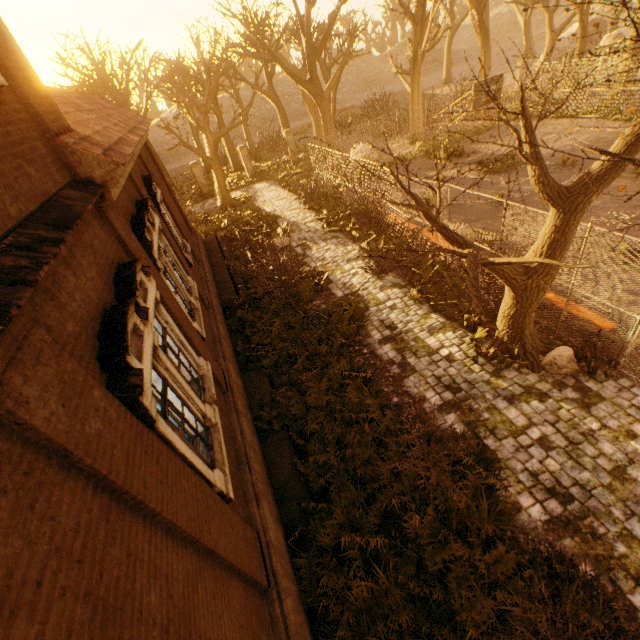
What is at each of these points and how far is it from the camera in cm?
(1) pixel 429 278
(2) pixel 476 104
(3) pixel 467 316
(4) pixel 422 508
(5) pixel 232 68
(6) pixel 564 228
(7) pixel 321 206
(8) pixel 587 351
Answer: (1) instancedfoliageactor, 1087
(2) basketballbackboardstansion, 1585
(3) instancedfoliageactor, 869
(4) instancedfoliageactor, 581
(5) tree, 2702
(6) tree, 550
(7) instancedfoliageactor, 1820
(8) instancedfoliageactor, 712

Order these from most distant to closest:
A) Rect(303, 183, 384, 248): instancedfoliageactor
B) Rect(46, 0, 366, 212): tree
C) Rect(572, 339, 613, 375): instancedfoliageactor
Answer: Rect(46, 0, 366, 212): tree, Rect(303, 183, 384, 248): instancedfoliageactor, Rect(572, 339, 613, 375): instancedfoliageactor

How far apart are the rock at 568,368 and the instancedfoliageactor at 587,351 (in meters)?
0.20

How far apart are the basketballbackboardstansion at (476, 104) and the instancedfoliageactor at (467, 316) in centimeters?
1302cm

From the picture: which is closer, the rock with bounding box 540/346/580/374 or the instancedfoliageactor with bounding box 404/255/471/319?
the rock with bounding box 540/346/580/374

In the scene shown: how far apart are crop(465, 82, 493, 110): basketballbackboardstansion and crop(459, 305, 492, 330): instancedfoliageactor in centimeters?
1302cm

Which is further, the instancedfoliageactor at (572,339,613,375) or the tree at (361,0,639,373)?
the instancedfoliageactor at (572,339,613,375)

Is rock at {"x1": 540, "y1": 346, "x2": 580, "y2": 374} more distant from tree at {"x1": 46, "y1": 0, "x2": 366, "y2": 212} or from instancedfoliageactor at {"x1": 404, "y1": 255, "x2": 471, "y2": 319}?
instancedfoliageactor at {"x1": 404, "y1": 255, "x2": 471, "y2": 319}
